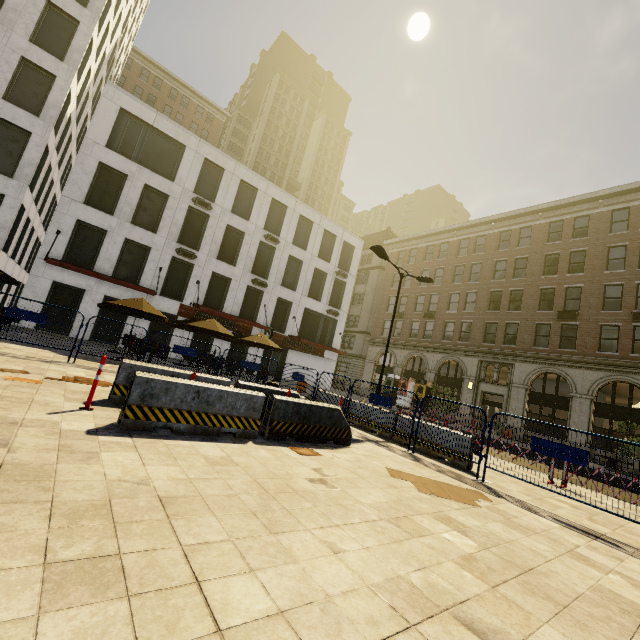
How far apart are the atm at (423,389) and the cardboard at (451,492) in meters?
25.3

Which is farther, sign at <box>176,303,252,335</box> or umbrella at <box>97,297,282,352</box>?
sign at <box>176,303,252,335</box>

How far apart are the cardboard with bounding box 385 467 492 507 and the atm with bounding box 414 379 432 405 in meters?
25.3

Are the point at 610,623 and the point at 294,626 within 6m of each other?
yes

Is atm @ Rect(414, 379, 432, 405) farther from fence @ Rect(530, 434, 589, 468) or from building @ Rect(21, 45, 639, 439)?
fence @ Rect(530, 434, 589, 468)

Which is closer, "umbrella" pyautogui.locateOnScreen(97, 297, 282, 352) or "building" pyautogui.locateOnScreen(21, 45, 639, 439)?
"umbrella" pyautogui.locateOnScreen(97, 297, 282, 352)

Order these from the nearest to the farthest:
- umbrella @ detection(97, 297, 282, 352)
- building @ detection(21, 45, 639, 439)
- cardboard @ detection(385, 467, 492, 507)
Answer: cardboard @ detection(385, 467, 492, 507)
umbrella @ detection(97, 297, 282, 352)
building @ detection(21, 45, 639, 439)

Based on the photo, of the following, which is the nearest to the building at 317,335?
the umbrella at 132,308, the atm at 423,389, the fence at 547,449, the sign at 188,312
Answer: the atm at 423,389
